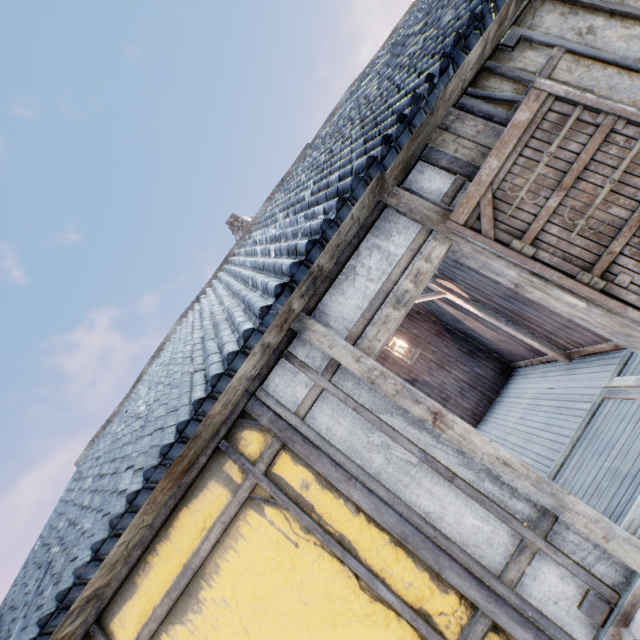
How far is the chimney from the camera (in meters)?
10.33

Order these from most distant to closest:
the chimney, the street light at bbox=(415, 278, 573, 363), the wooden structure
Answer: the chimney
the street light at bbox=(415, 278, 573, 363)
the wooden structure

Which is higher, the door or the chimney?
the chimney

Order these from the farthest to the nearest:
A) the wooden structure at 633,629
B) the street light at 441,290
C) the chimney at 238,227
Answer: the chimney at 238,227 → the street light at 441,290 → the wooden structure at 633,629

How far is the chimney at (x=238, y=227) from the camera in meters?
10.3 m

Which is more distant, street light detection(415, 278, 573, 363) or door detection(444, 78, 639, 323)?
street light detection(415, 278, 573, 363)

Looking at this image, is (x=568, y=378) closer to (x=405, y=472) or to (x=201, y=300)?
(x=405, y=472)

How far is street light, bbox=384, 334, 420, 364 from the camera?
5.15m
